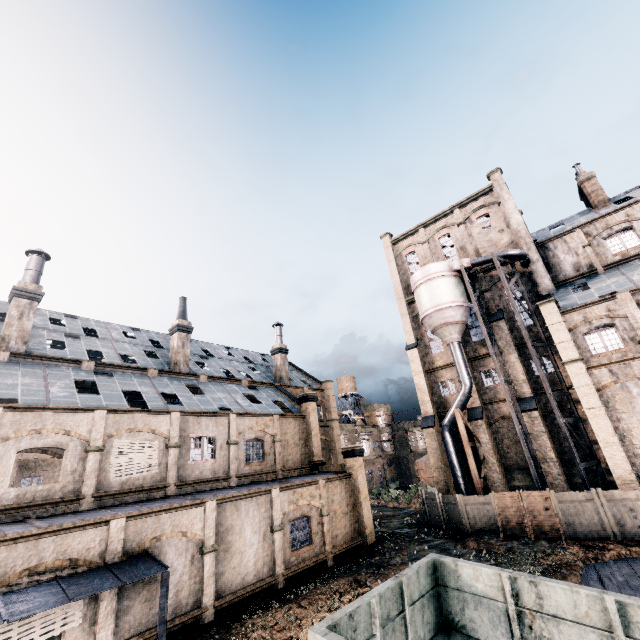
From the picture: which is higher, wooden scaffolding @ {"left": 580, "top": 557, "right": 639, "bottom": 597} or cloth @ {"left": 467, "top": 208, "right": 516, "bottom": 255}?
cloth @ {"left": 467, "top": 208, "right": 516, "bottom": 255}

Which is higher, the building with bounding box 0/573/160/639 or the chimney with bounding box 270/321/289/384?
the chimney with bounding box 270/321/289/384

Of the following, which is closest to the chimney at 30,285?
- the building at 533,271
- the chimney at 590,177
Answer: the building at 533,271

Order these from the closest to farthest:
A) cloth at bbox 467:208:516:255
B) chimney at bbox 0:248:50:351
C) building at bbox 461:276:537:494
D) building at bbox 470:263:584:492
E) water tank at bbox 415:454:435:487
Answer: chimney at bbox 0:248:50:351
building at bbox 470:263:584:492
building at bbox 461:276:537:494
cloth at bbox 467:208:516:255
water tank at bbox 415:454:435:487

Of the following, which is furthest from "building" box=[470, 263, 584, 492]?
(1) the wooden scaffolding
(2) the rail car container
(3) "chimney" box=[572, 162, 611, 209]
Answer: (2) the rail car container

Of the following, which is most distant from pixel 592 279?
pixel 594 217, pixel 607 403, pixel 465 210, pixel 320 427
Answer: pixel 320 427

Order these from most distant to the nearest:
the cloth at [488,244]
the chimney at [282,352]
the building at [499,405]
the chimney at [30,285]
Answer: the chimney at [282,352] < the cloth at [488,244] < the building at [499,405] < the chimney at [30,285]

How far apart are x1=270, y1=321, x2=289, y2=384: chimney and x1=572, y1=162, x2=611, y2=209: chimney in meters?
35.1
